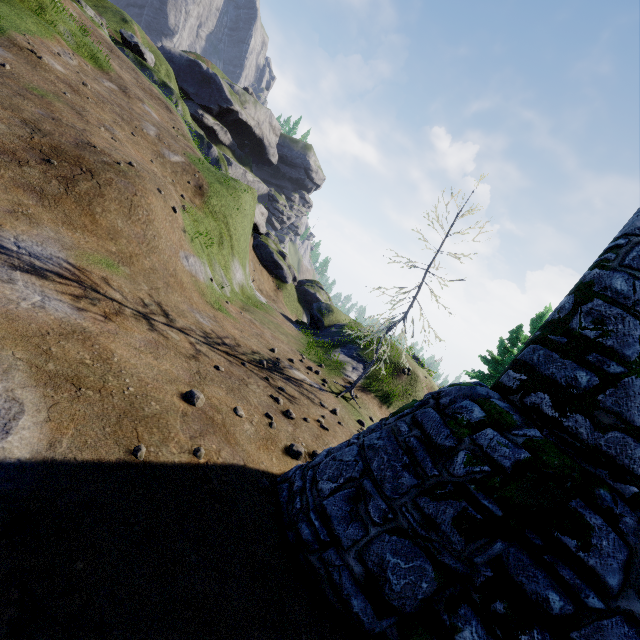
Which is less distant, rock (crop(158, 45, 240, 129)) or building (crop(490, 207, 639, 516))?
building (crop(490, 207, 639, 516))

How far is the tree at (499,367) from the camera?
27.4 meters

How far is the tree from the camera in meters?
27.4

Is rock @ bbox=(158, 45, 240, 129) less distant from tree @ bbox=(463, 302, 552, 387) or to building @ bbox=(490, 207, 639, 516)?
tree @ bbox=(463, 302, 552, 387)

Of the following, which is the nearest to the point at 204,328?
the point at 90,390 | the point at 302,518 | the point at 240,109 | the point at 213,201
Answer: the point at 90,390

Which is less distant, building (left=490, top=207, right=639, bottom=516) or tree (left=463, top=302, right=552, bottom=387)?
building (left=490, top=207, right=639, bottom=516)

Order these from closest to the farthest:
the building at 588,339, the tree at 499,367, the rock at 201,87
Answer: the building at 588,339
the tree at 499,367
the rock at 201,87
